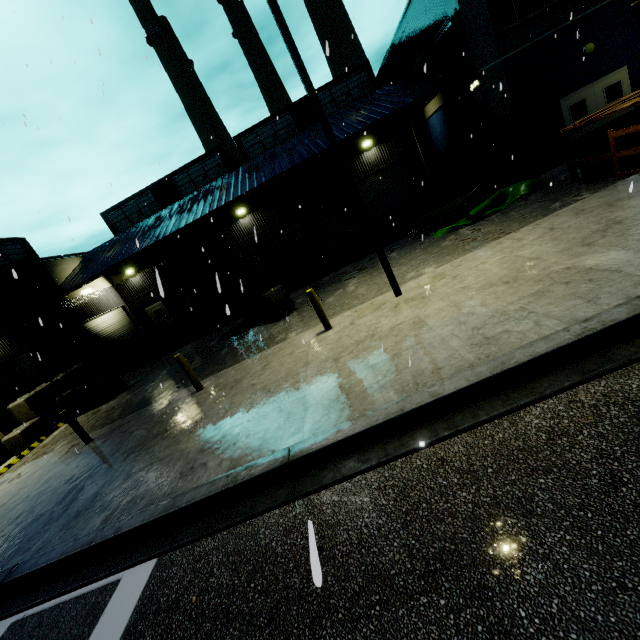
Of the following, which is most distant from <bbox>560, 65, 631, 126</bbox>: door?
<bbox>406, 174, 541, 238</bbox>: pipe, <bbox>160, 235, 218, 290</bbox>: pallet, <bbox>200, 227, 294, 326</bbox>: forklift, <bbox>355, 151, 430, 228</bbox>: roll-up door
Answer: <bbox>160, 235, 218, 290</bbox>: pallet

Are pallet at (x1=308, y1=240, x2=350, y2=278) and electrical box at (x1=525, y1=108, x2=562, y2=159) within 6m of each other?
no

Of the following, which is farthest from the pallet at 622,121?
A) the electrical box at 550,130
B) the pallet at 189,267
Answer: the pallet at 189,267

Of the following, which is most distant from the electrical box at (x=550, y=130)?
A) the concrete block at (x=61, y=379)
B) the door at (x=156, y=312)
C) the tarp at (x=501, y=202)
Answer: the door at (x=156, y=312)

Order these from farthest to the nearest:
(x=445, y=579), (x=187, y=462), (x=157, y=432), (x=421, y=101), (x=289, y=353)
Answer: (x=421, y=101), (x=289, y=353), (x=157, y=432), (x=187, y=462), (x=445, y=579)

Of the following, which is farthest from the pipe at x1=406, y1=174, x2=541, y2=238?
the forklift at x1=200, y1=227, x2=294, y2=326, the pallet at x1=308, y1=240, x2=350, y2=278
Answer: the forklift at x1=200, y1=227, x2=294, y2=326

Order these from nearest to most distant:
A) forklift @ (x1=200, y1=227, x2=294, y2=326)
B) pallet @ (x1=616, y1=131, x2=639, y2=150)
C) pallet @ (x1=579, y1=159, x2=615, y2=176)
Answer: pallet @ (x1=616, y1=131, x2=639, y2=150) → pallet @ (x1=579, y1=159, x2=615, y2=176) → forklift @ (x1=200, y1=227, x2=294, y2=326)

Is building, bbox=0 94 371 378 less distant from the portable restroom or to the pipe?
the pipe
